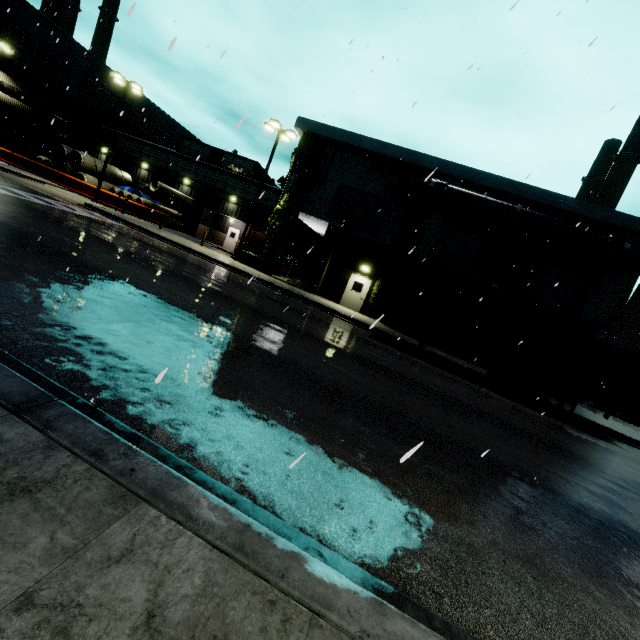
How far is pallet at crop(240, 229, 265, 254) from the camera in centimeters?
2497cm

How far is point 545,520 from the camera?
4.6 meters

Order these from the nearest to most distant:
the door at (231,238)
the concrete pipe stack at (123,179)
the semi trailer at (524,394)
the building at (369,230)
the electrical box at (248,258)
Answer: the semi trailer at (524,394) < the building at (369,230) < the electrical box at (248,258) < the concrete pipe stack at (123,179) < the door at (231,238)

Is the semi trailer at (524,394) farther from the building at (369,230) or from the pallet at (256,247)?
the pallet at (256,247)

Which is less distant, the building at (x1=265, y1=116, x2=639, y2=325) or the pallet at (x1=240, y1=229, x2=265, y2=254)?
the building at (x1=265, y1=116, x2=639, y2=325)

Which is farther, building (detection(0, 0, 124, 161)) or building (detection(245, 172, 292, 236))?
building (detection(0, 0, 124, 161))

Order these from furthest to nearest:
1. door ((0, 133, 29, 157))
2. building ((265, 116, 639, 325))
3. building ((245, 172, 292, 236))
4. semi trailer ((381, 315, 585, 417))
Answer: door ((0, 133, 29, 157)) < building ((245, 172, 292, 236)) < building ((265, 116, 639, 325)) < semi trailer ((381, 315, 585, 417))

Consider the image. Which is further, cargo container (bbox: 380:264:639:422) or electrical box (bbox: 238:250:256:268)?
electrical box (bbox: 238:250:256:268)
